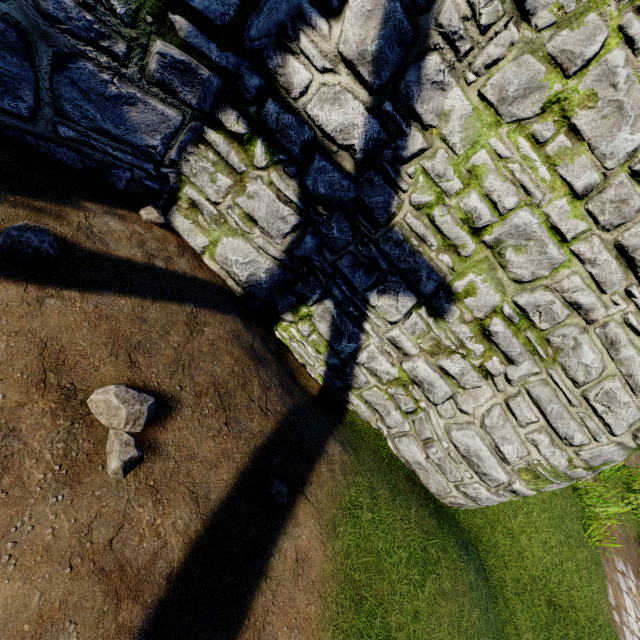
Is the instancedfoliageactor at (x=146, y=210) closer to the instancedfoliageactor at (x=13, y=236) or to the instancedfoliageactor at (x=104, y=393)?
the instancedfoliageactor at (x=13, y=236)

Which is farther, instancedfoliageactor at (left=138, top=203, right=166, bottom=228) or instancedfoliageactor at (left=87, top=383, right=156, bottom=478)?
instancedfoliageactor at (left=138, top=203, right=166, bottom=228)

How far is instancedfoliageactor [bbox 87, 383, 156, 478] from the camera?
1.86m

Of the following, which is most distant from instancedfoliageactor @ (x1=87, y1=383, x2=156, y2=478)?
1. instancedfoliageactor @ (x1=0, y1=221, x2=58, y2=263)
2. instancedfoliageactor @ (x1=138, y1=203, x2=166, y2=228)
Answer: instancedfoliageactor @ (x1=138, y1=203, x2=166, y2=228)

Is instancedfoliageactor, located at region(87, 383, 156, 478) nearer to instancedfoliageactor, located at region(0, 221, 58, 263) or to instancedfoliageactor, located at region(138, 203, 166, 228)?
instancedfoliageactor, located at region(0, 221, 58, 263)

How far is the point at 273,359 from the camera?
3.8m

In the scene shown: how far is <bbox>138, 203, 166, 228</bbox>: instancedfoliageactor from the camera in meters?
3.3
